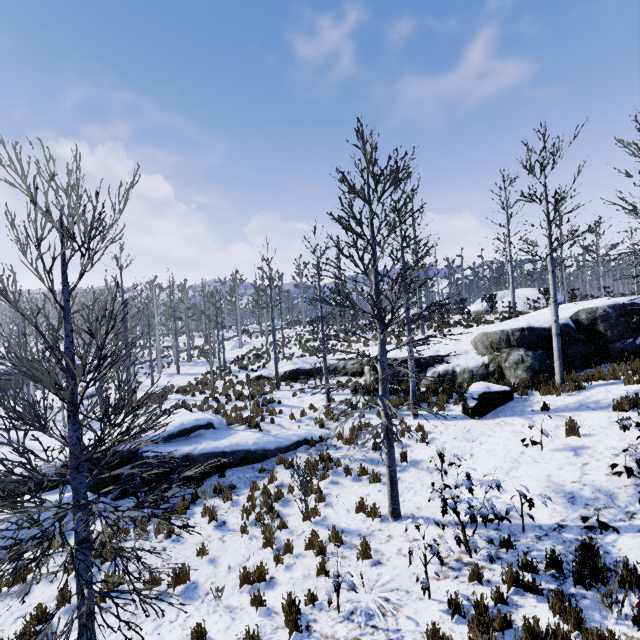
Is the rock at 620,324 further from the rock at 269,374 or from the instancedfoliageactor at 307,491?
the instancedfoliageactor at 307,491

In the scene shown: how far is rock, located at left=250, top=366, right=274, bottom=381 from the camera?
21.0m

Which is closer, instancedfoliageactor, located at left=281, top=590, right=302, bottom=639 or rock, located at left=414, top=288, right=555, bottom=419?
instancedfoliageactor, located at left=281, top=590, right=302, bottom=639

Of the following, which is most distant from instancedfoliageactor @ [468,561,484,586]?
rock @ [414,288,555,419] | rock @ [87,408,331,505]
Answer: rock @ [87,408,331,505]

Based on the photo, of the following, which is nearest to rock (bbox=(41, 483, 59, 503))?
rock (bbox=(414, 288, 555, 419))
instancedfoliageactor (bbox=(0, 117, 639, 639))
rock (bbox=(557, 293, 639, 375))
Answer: instancedfoliageactor (bbox=(0, 117, 639, 639))

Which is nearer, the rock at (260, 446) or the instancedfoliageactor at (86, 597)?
the instancedfoliageactor at (86, 597)

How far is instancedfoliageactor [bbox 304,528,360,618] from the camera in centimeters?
494cm

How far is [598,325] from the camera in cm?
1237
